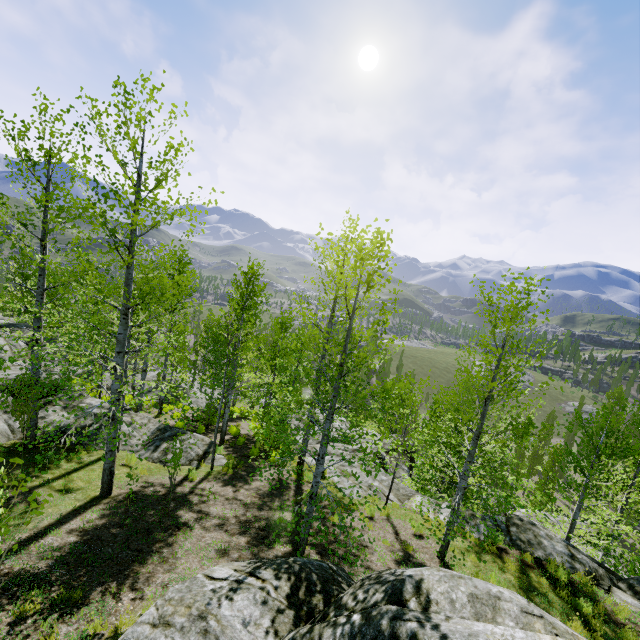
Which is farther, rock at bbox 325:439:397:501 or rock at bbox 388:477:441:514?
rock at bbox 325:439:397:501

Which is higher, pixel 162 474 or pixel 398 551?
pixel 398 551

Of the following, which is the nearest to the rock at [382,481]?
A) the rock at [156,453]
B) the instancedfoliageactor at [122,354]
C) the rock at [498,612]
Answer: the instancedfoliageactor at [122,354]

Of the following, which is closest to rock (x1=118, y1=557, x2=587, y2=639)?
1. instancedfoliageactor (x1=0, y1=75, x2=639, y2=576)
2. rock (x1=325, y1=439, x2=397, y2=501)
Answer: rock (x1=325, y1=439, x2=397, y2=501)

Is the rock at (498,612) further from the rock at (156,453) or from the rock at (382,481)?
the rock at (156,453)

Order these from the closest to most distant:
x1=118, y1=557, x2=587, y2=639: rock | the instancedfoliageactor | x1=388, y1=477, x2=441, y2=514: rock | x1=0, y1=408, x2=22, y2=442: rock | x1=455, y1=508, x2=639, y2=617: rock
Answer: x1=118, y1=557, x2=587, y2=639: rock, the instancedfoliageactor, x1=455, y1=508, x2=639, y2=617: rock, x1=0, y1=408, x2=22, y2=442: rock, x1=388, y1=477, x2=441, y2=514: rock

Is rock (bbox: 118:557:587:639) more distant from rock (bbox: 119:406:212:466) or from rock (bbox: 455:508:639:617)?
rock (bbox: 119:406:212:466)

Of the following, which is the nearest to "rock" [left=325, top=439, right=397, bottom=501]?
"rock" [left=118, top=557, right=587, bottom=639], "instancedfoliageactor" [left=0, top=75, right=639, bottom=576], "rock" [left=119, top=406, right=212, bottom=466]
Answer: "instancedfoliageactor" [left=0, top=75, right=639, bottom=576]
